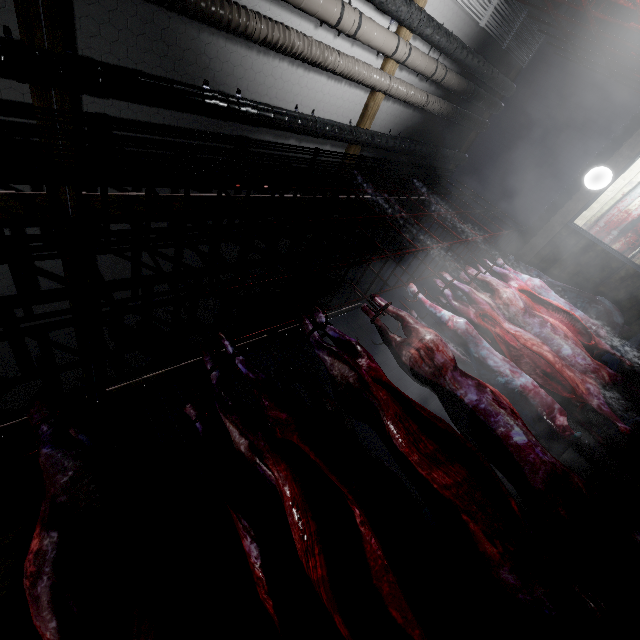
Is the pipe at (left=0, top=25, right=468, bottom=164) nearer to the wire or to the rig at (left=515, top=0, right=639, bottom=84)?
the wire

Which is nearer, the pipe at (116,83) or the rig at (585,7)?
the pipe at (116,83)

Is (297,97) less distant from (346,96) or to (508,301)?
(346,96)

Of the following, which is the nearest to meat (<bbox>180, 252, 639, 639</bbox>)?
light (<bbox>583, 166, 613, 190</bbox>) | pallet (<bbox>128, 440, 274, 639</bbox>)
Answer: pallet (<bbox>128, 440, 274, 639</bbox>)

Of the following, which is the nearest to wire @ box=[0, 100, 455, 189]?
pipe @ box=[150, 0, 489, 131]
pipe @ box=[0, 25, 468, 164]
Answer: pipe @ box=[0, 25, 468, 164]

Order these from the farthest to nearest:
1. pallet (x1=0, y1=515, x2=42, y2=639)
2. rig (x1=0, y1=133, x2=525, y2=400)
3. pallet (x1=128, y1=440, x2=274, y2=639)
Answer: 1. pallet (x1=128, y1=440, x2=274, y2=639)
2. pallet (x1=0, y1=515, x2=42, y2=639)
3. rig (x1=0, y1=133, x2=525, y2=400)

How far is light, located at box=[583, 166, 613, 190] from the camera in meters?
4.6 m

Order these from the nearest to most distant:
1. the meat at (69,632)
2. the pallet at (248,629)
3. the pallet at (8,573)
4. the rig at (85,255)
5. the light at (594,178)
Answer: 1. the meat at (69,632)
2. the rig at (85,255)
3. the pallet at (8,573)
4. the pallet at (248,629)
5. the light at (594,178)
